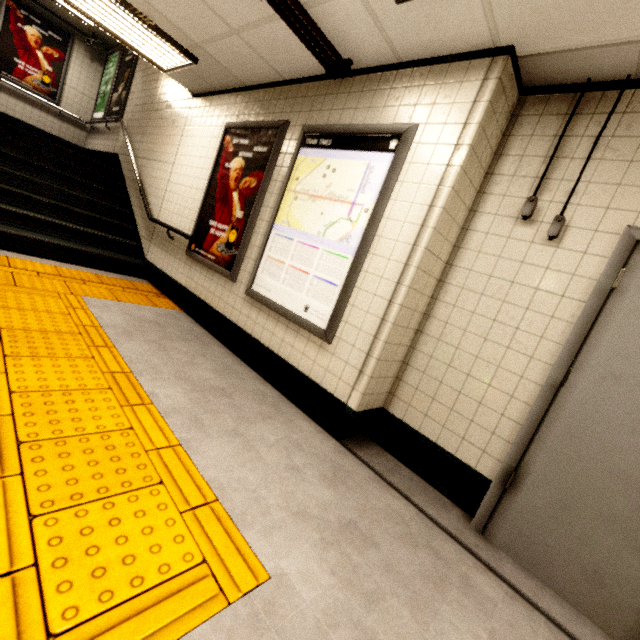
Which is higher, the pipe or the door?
the pipe

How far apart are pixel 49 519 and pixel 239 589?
0.8m

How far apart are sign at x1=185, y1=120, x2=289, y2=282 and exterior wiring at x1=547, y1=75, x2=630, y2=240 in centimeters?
260cm

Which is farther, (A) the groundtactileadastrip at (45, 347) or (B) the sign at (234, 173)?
(B) the sign at (234, 173)

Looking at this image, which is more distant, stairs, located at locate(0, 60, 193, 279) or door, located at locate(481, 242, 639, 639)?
stairs, located at locate(0, 60, 193, 279)

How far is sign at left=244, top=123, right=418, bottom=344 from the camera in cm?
252

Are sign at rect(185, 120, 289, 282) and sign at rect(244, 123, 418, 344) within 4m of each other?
yes

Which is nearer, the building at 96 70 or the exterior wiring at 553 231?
the exterior wiring at 553 231
